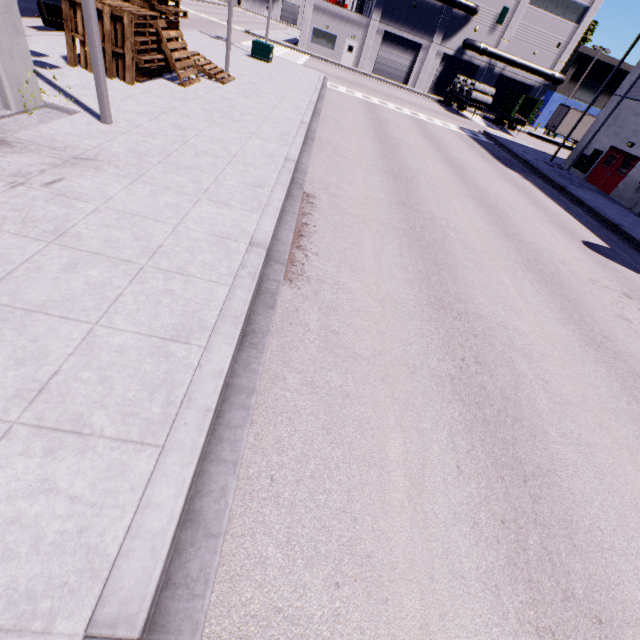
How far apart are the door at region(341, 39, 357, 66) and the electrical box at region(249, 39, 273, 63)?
23.36m

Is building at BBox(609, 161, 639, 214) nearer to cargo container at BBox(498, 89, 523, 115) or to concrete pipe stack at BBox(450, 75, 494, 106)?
cargo container at BBox(498, 89, 523, 115)

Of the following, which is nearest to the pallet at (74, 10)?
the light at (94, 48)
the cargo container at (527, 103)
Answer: the light at (94, 48)

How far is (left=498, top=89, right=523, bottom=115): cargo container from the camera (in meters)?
35.27

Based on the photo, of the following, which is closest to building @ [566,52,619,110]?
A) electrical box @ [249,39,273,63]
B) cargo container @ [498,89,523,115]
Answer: cargo container @ [498,89,523,115]

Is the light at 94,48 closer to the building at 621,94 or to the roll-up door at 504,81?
the building at 621,94

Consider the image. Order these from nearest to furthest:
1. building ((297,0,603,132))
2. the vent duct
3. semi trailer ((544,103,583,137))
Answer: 1. the vent duct
2. building ((297,0,603,132))
3. semi trailer ((544,103,583,137))

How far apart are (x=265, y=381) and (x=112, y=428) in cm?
167
